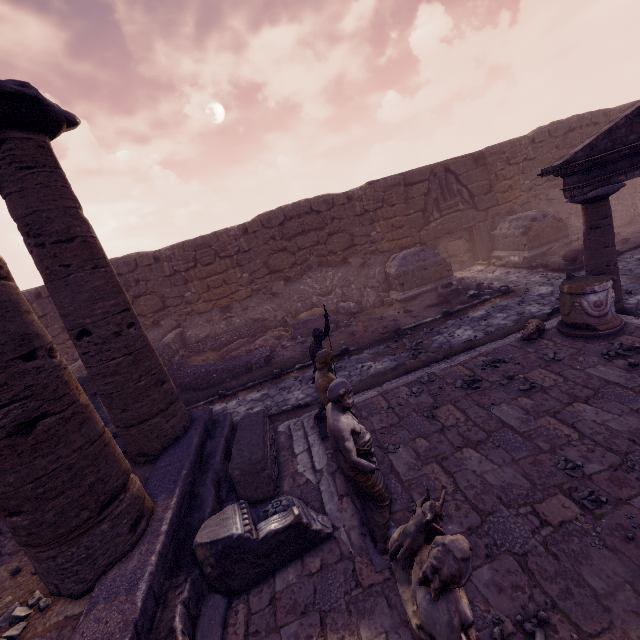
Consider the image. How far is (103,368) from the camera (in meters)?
4.88

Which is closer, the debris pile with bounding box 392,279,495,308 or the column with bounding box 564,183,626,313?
the column with bounding box 564,183,626,313

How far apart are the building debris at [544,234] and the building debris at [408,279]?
2.9 meters

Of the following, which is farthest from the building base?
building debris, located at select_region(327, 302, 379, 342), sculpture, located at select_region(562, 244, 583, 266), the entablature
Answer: sculpture, located at select_region(562, 244, 583, 266)

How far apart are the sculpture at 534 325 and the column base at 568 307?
0.2 meters

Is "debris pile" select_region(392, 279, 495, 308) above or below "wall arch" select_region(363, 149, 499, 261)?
below

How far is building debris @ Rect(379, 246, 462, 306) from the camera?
12.7 meters

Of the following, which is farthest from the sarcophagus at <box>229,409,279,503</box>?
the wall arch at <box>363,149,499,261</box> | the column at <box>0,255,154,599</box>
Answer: the wall arch at <box>363,149,499,261</box>
